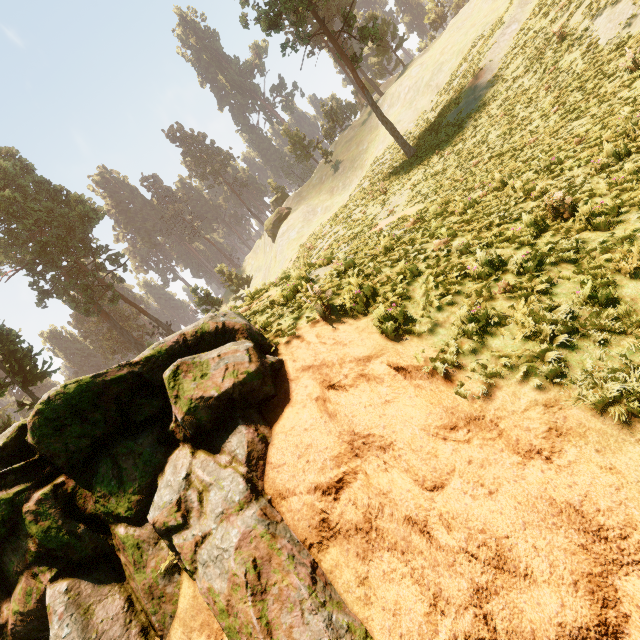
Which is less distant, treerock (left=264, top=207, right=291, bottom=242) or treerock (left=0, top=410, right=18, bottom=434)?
treerock (left=0, top=410, right=18, bottom=434)

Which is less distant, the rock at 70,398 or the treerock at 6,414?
the rock at 70,398

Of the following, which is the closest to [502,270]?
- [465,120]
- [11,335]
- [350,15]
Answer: [465,120]

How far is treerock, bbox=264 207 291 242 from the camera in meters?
53.4 m
